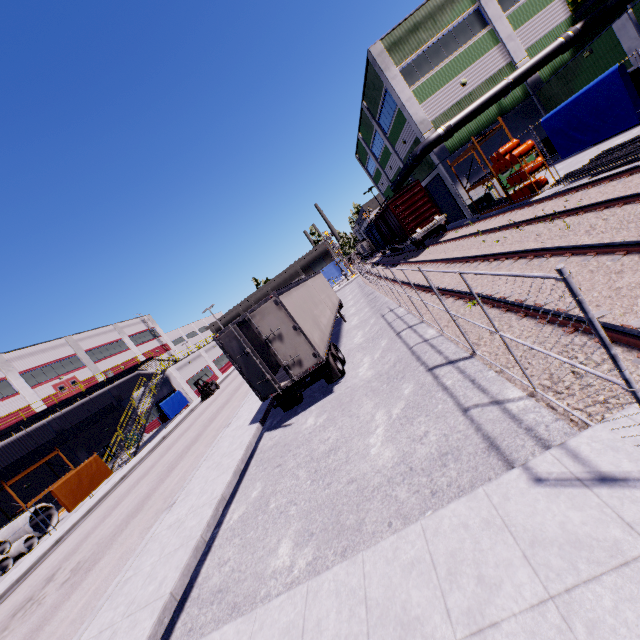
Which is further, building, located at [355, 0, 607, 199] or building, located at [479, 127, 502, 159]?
building, located at [479, 127, 502, 159]

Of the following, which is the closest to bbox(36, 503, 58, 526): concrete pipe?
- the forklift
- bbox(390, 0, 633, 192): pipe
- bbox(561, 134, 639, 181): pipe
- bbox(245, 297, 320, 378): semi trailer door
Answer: the forklift

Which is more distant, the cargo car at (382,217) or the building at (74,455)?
the building at (74,455)

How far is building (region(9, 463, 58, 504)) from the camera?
25.77m

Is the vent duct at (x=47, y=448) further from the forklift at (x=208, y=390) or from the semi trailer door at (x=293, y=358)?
the semi trailer door at (x=293, y=358)

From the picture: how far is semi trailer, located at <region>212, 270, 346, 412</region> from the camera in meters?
10.7

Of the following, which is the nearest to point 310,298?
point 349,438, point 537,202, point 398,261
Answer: point 349,438

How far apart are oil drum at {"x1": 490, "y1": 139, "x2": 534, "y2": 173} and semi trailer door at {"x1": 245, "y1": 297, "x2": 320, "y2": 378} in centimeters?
1535cm
